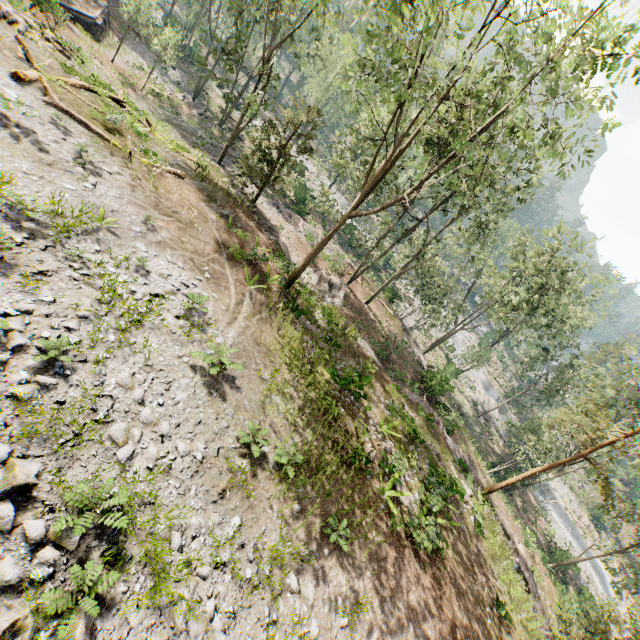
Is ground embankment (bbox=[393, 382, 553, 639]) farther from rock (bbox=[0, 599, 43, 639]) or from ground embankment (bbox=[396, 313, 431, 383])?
rock (bbox=[0, 599, 43, 639])

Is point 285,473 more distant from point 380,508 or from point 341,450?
point 380,508

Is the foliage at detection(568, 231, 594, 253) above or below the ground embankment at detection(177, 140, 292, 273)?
above

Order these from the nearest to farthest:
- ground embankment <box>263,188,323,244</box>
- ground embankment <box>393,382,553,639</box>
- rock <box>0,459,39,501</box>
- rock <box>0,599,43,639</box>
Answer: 1. rock <box>0,599,43,639</box>
2. rock <box>0,459,39,501</box>
3. ground embankment <box>393,382,553,639</box>
4. ground embankment <box>263,188,323,244</box>

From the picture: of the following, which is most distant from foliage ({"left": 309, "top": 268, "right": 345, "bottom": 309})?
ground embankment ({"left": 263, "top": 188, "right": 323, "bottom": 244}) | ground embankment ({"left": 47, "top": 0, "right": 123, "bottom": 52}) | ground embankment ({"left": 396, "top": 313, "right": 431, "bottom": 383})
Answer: ground embankment ({"left": 47, "top": 0, "right": 123, "bottom": 52})

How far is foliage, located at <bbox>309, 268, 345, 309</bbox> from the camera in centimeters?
2572cm

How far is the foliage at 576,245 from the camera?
27.9m

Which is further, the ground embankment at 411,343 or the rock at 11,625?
the ground embankment at 411,343
